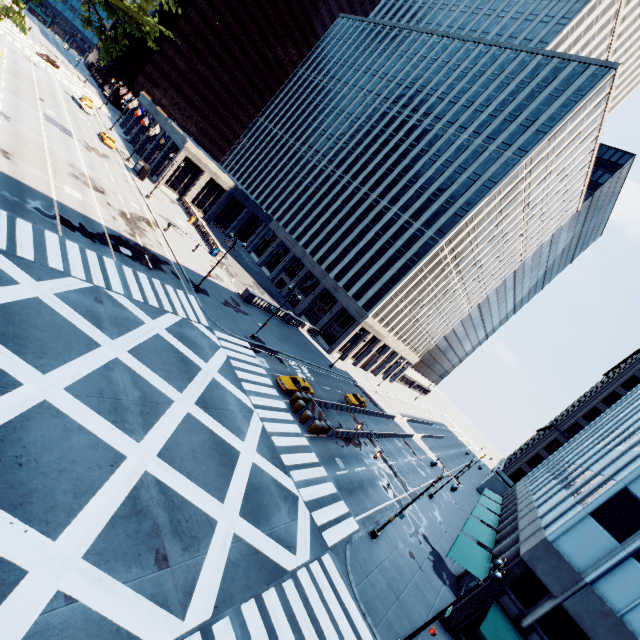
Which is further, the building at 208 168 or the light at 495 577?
the building at 208 168

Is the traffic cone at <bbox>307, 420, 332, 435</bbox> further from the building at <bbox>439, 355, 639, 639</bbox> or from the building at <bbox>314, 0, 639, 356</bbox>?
the building at <bbox>314, 0, 639, 356</bbox>

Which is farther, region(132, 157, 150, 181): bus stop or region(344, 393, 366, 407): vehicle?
region(132, 157, 150, 181): bus stop

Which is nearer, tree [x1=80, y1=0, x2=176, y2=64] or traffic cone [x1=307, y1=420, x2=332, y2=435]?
tree [x1=80, y1=0, x2=176, y2=64]

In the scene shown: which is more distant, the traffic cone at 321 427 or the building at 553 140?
the building at 553 140

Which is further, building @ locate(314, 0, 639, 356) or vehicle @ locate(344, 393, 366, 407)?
building @ locate(314, 0, 639, 356)

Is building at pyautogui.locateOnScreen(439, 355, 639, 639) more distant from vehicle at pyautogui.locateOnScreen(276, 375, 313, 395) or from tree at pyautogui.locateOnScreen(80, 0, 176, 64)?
tree at pyautogui.locateOnScreen(80, 0, 176, 64)

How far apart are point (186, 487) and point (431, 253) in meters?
48.8 m
